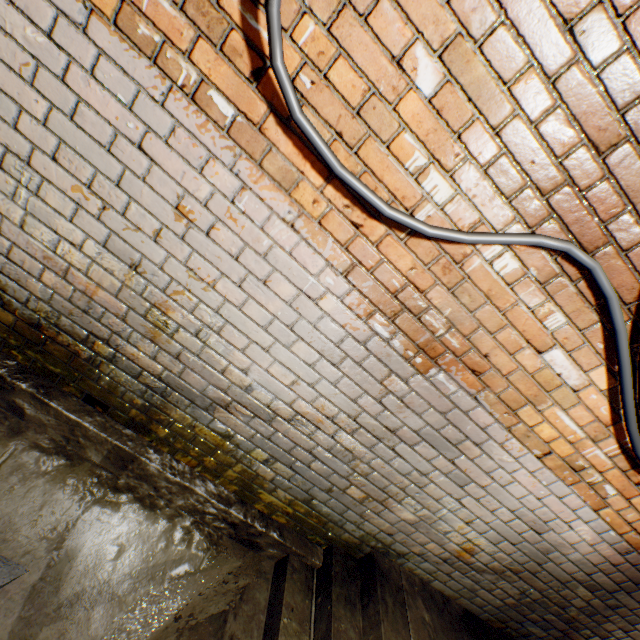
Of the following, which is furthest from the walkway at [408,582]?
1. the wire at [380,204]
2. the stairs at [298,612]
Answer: the wire at [380,204]

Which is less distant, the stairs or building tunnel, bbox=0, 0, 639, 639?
building tunnel, bbox=0, 0, 639, 639

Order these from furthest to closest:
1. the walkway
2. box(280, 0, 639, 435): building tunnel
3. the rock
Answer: the walkway
the rock
box(280, 0, 639, 435): building tunnel

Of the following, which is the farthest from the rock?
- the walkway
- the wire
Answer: the wire

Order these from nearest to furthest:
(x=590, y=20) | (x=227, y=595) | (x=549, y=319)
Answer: (x=590, y=20) < (x=549, y=319) < (x=227, y=595)

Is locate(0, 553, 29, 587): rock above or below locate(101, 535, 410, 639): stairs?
below

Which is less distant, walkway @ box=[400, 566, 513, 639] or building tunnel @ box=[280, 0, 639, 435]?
building tunnel @ box=[280, 0, 639, 435]

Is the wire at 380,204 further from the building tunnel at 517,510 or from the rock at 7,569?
the rock at 7,569
